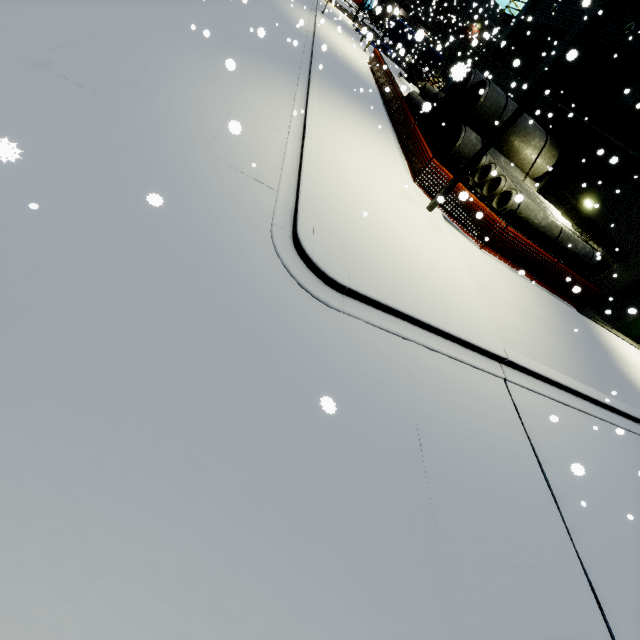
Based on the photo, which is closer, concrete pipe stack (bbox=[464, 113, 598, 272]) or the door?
A: concrete pipe stack (bbox=[464, 113, 598, 272])

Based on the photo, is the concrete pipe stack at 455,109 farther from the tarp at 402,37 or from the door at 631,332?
the tarp at 402,37

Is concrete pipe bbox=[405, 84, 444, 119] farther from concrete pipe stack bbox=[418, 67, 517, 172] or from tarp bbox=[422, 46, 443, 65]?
tarp bbox=[422, 46, 443, 65]

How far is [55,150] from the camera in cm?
427

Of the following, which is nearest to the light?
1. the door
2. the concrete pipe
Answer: the door

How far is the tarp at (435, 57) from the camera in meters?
39.0

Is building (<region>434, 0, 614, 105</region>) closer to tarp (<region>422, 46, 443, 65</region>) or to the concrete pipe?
the concrete pipe

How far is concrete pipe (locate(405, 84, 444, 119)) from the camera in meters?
19.8
